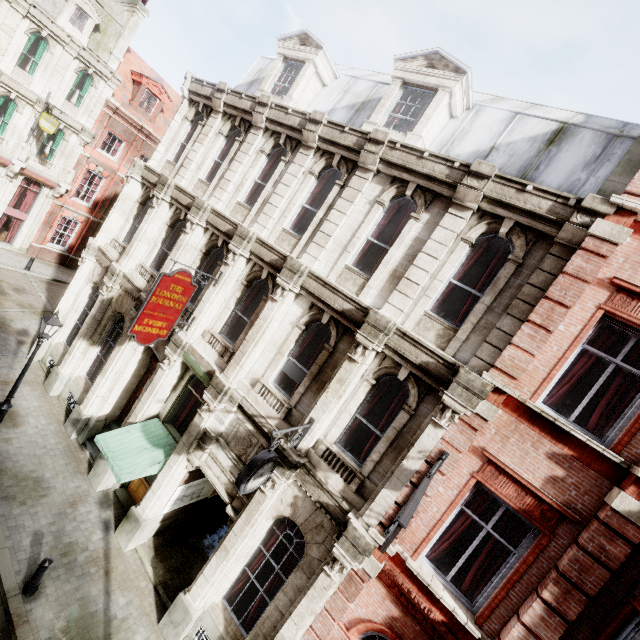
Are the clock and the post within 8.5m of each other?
yes

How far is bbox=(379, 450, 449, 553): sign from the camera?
4.2m

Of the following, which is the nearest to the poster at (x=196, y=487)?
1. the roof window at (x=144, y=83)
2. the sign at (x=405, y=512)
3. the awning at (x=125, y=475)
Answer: the awning at (x=125, y=475)

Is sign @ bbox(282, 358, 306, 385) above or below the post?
above

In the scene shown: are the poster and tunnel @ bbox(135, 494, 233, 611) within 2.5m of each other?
yes

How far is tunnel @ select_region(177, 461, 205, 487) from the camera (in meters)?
9.66

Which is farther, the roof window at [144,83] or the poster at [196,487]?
the roof window at [144,83]

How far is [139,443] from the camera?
9.9 meters
